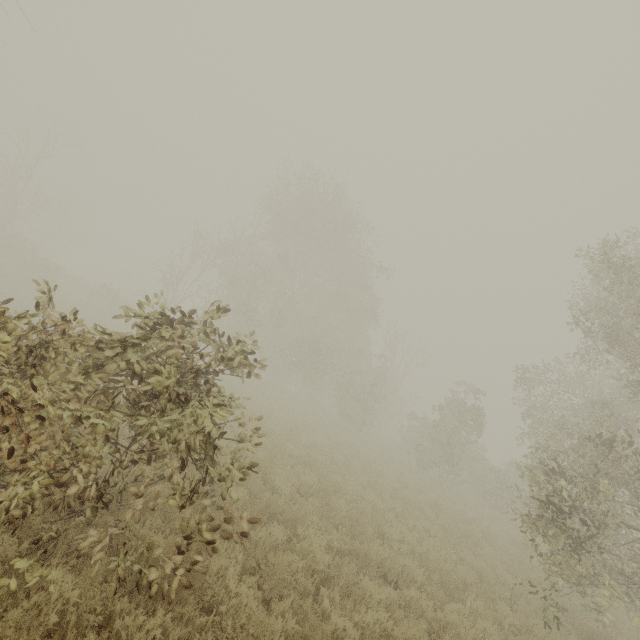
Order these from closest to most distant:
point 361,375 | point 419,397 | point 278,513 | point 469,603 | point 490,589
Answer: point 469,603 → point 278,513 → point 490,589 → point 361,375 → point 419,397
